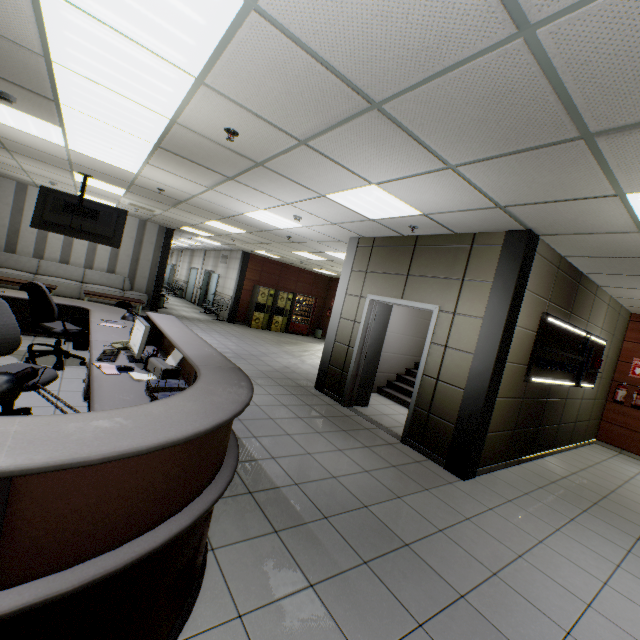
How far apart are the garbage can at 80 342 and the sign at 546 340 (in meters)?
7.28

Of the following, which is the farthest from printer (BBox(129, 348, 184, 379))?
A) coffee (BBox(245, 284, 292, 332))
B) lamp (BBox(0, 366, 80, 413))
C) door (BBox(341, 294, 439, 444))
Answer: coffee (BBox(245, 284, 292, 332))

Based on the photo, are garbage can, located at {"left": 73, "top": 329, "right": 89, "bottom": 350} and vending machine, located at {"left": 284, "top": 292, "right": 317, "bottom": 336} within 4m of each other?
no

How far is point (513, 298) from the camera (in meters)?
4.03

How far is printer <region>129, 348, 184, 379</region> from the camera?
2.8m

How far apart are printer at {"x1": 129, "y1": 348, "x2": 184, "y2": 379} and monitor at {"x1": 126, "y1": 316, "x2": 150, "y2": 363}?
0.20m

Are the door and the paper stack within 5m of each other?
yes

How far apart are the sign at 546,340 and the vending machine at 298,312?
11.18m
